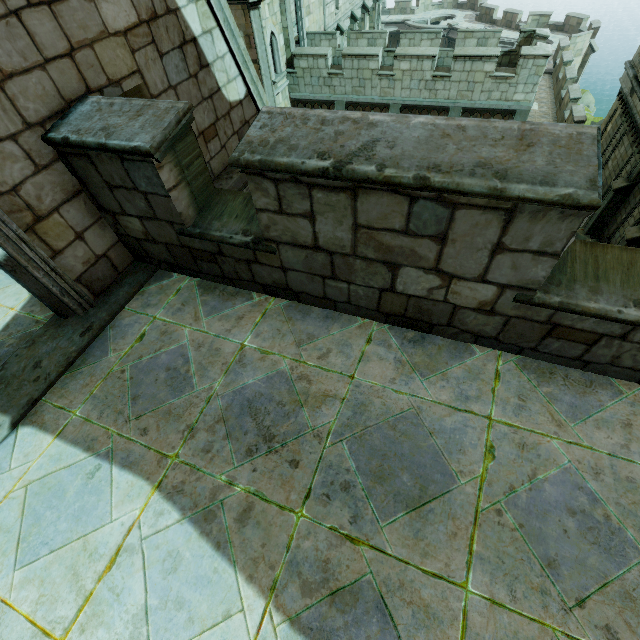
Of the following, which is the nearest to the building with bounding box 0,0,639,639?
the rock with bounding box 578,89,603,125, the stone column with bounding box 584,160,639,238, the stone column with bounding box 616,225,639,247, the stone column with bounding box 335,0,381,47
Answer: the stone column with bounding box 335,0,381,47

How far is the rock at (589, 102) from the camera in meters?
41.3

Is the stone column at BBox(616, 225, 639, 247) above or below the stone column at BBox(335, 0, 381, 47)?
below

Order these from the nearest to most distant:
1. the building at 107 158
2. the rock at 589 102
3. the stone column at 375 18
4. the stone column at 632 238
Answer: the building at 107 158 < the stone column at 632 238 < the stone column at 375 18 < the rock at 589 102

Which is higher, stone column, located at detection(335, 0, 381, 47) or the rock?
stone column, located at detection(335, 0, 381, 47)

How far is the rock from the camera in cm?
4127

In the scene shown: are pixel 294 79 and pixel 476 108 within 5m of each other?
no

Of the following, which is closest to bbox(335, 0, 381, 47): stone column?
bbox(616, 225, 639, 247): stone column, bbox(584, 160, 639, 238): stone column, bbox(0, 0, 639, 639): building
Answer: bbox(0, 0, 639, 639): building
